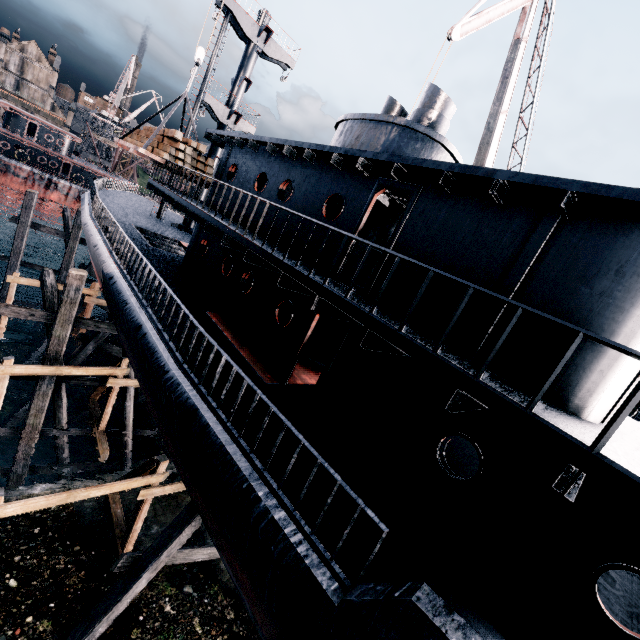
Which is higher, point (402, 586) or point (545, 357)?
point (545, 357)

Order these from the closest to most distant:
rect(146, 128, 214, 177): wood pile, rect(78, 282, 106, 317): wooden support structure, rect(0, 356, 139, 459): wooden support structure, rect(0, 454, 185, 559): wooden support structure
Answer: rect(0, 454, 185, 559): wooden support structure, rect(0, 356, 139, 459): wooden support structure, rect(146, 128, 214, 177): wood pile, rect(78, 282, 106, 317): wooden support structure

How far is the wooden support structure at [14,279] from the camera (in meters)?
17.70

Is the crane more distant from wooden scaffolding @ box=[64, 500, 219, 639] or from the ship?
wooden scaffolding @ box=[64, 500, 219, 639]

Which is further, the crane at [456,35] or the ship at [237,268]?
the crane at [456,35]

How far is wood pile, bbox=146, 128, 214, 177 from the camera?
13.34m

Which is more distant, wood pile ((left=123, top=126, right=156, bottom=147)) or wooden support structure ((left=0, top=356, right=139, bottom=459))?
wood pile ((left=123, top=126, right=156, bottom=147))

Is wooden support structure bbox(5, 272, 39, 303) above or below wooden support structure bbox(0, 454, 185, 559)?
above
